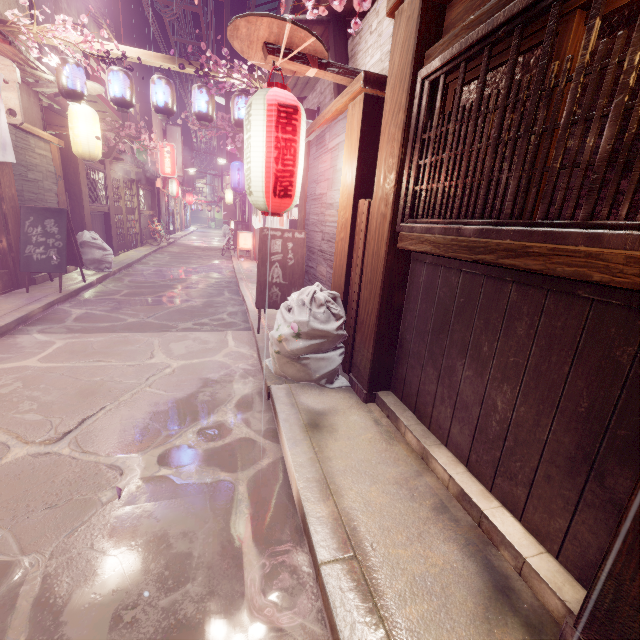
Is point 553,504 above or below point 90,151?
below

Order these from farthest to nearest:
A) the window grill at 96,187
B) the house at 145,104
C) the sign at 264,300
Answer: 1. the house at 145,104
2. the window grill at 96,187
3. the sign at 264,300

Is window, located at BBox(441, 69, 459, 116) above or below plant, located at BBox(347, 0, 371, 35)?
below

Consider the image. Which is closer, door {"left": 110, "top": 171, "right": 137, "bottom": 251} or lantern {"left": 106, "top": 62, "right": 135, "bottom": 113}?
lantern {"left": 106, "top": 62, "right": 135, "bottom": 113}

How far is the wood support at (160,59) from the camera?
11.3m

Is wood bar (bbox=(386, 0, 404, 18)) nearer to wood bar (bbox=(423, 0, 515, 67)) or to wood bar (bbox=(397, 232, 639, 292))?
wood bar (bbox=(423, 0, 515, 67))

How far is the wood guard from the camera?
4.9m

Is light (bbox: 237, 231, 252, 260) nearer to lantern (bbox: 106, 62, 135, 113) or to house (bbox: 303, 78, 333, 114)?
house (bbox: 303, 78, 333, 114)
